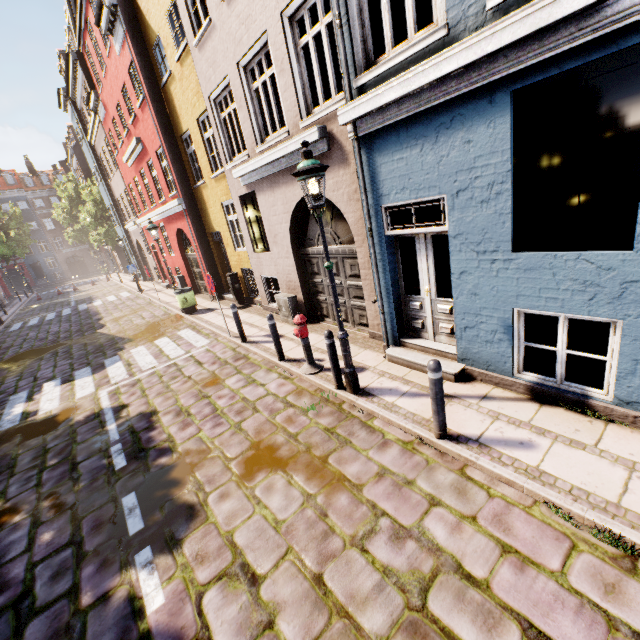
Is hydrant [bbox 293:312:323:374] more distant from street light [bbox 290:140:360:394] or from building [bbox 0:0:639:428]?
building [bbox 0:0:639:428]

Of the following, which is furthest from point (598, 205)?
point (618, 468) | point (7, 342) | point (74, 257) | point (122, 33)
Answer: point (74, 257)

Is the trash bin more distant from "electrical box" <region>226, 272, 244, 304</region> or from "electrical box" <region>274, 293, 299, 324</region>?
"electrical box" <region>274, 293, 299, 324</region>

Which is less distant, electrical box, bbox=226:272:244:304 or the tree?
electrical box, bbox=226:272:244:304

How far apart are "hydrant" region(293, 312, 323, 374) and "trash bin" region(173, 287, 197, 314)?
8.1m

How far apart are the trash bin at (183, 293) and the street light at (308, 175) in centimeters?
957cm

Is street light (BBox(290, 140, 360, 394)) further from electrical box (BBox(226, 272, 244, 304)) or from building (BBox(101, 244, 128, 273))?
electrical box (BBox(226, 272, 244, 304))

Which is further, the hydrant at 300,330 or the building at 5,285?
the building at 5,285
